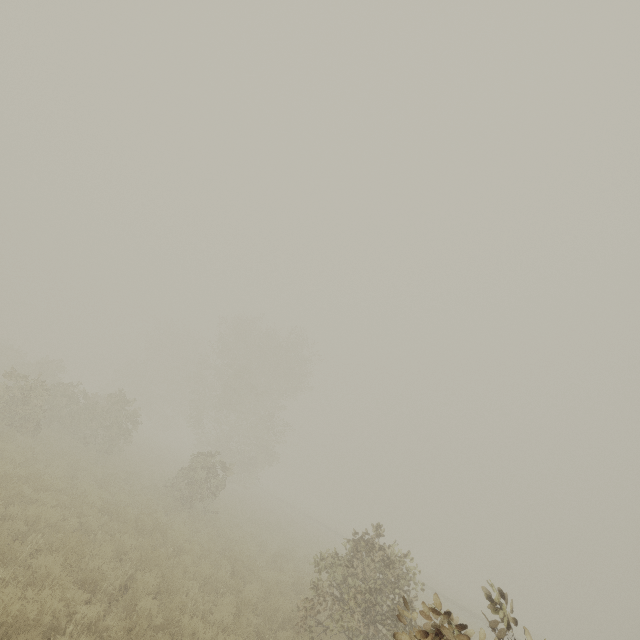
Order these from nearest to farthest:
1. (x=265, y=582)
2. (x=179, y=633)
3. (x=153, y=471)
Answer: (x=179, y=633) < (x=265, y=582) < (x=153, y=471)
